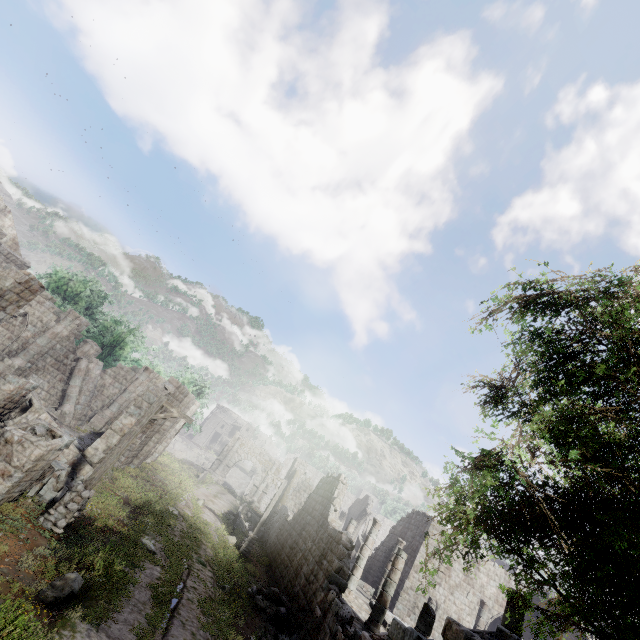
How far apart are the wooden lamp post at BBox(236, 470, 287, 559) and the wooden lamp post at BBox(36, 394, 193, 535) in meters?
11.6

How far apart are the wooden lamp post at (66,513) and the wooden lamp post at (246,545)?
11.57m

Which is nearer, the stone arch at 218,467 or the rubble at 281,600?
the rubble at 281,600

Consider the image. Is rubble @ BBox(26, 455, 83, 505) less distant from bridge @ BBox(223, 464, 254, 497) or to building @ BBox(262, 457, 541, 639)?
building @ BBox(262, 457, 541, 639)

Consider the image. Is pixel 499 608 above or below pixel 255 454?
above

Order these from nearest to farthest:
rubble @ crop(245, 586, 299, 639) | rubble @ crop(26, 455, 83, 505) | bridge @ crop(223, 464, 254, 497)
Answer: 1. rubble @ crop(26, 455, 83, 505)
2. rubble @ crop(245, 586, 299, 639)
3. bridge @ crop(223, 464, 254, 497)

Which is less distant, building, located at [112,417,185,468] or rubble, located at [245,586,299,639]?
rubble, located at [245,586,299,639]

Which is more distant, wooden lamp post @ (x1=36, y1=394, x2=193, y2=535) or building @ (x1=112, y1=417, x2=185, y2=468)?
building @ (x1=112, y1=417, x2=185, y2=468)
